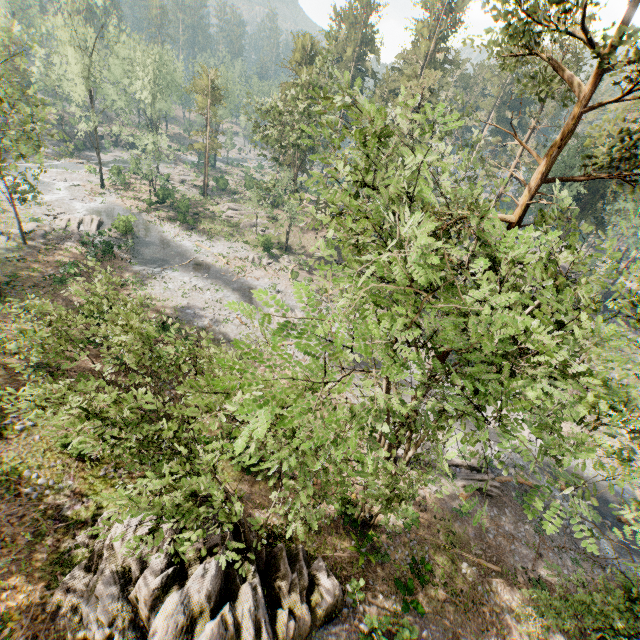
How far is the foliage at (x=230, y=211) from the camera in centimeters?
4284cm

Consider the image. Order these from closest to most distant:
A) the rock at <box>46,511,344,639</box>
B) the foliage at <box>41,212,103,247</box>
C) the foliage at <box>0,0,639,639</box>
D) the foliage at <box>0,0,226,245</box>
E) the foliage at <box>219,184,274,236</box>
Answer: the foliage at <box>0,0,639,639</box>, the rock at <box>46,511,344,639</box>, the foliage at <box>0,0,226,245</box>, the foliage at <box>41,212,103,247</box>, the foliage at <box>219,184,274,236</box>

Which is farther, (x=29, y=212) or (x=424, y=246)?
(x=29, y=212)

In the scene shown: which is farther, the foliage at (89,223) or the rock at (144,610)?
the foliage at (89,223)

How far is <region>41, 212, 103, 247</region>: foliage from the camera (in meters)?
34.47

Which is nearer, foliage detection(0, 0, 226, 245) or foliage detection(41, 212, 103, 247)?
foliage detection(0, 0, 226, 245)
